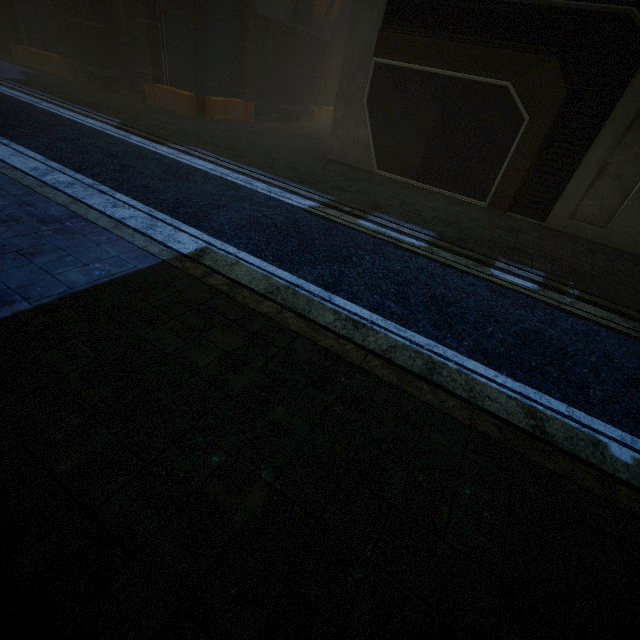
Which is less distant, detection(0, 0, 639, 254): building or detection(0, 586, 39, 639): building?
detection(0, 586, 39, 639): building

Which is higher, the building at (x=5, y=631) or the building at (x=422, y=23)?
the building at (x=422, y=23)

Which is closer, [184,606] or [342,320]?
[184,606]

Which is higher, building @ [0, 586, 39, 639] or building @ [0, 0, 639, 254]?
building @ [0, 0, 639, 254]

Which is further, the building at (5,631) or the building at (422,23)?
the building at (422,23)
